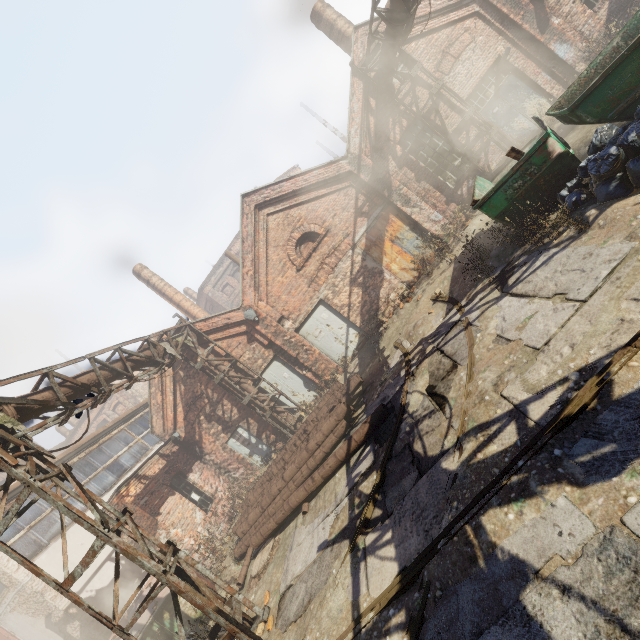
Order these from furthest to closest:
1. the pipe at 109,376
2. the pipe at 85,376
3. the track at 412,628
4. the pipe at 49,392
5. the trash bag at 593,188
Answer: the pipe at 109,376, the pipe at 85,376, the pipe at 49,392, the trash bag at 593,188, the track at 412,628

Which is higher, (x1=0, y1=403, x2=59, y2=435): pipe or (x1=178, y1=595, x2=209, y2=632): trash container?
(x1=0, y1=403, x2=59, y2=435): pipe

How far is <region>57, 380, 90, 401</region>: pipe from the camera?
7.0 meters

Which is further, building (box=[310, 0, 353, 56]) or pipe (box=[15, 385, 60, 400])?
building (box=[310, 0, 353, 56])

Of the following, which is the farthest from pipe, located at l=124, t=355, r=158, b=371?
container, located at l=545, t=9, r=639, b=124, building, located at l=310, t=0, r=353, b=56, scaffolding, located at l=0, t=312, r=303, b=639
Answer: building, located at l=310, t=0, r=353, b=56

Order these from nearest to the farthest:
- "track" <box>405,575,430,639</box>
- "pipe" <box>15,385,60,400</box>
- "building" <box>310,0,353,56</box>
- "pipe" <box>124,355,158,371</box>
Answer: "track" <box>405,575,430,639</box>
"pipe" <box>15,385,60,400</box>
"pipe" <box>124,355,158,371</box>
"building" <box>310,0,353,56</box>

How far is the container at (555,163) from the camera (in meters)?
6.00

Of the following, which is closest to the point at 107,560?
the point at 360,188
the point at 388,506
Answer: the point at 388,506
